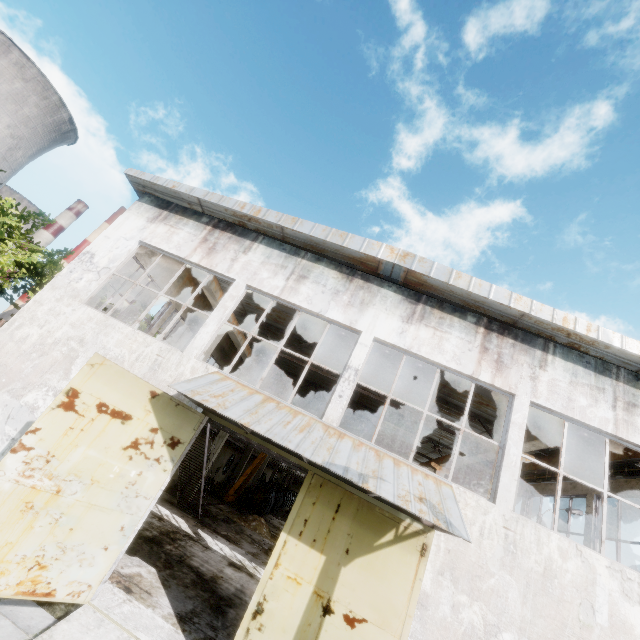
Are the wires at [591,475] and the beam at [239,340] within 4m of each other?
no

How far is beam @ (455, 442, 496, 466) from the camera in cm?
1296

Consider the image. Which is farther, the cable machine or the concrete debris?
the cable machine

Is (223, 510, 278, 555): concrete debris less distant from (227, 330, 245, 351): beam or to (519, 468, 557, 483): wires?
(227, 330, 245, 351): beam

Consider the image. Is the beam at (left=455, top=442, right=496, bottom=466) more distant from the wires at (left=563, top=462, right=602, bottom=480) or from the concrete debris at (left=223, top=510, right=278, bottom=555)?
the concrete debris at (left=223, top=510, right=278, bottom=555)

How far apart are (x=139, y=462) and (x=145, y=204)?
8.71m

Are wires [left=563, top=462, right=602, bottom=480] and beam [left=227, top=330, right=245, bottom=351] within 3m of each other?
no

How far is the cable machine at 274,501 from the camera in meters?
28.9 m
